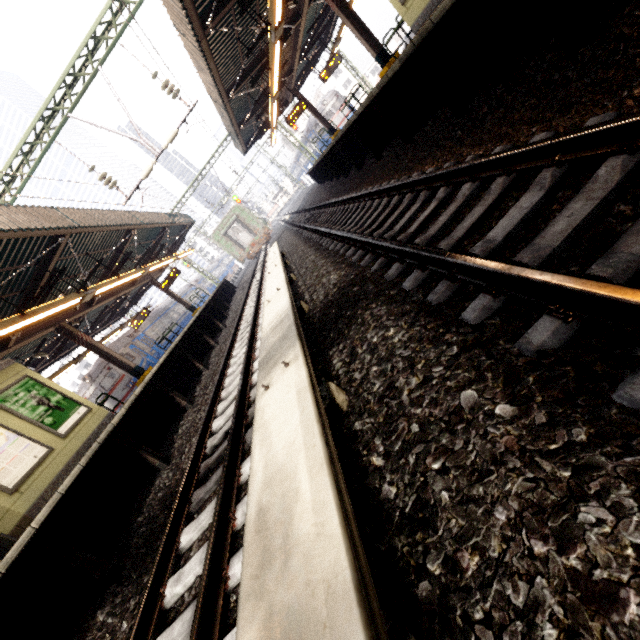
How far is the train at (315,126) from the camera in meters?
32.2 m

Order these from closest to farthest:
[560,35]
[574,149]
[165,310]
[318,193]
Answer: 1. [574,149]
2. [560,35]
3. [318,193]
4. [165,310]

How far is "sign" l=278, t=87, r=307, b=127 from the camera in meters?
17.5 m

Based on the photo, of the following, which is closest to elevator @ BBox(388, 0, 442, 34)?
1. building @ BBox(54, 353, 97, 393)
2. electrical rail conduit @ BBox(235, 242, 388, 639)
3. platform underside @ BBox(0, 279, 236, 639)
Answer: electrical rail conduit @ BBox(235, 242, 388, 639)

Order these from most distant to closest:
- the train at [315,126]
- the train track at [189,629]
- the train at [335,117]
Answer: the train at [315,126]
the train at [335,117]
the train track at [189,629]

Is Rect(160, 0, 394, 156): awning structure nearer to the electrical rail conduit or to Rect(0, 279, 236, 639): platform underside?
the electrical rail conduit

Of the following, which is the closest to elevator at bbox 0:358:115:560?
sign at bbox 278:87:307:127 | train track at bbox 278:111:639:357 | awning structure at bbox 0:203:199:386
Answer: awning structure at bbox 0:203:199:386

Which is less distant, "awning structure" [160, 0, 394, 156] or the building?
"awning structure" [160, 0, 394, 156]
